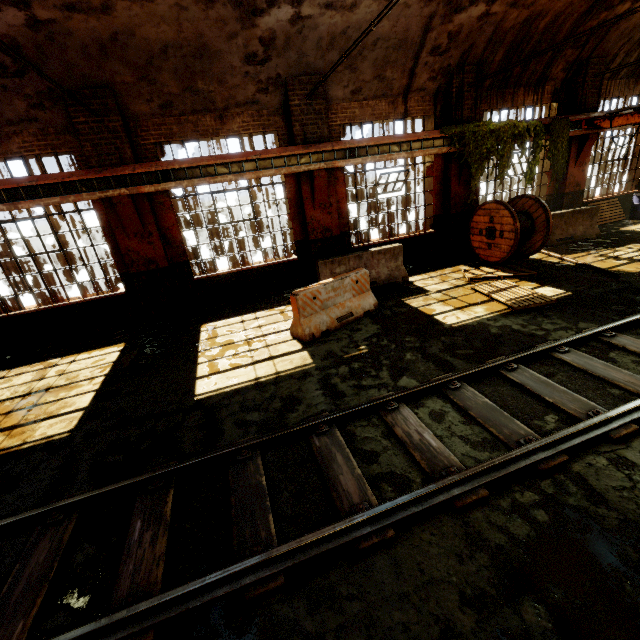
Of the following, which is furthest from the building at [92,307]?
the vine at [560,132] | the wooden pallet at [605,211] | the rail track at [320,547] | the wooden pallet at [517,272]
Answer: the rail track at [320,547]

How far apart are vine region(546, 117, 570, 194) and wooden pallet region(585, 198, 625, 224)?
2.8m

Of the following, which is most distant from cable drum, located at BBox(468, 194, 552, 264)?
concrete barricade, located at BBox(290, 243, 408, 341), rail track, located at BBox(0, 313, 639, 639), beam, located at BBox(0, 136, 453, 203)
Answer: concrete barricade, located at BBox(290, 243, 408, 341)

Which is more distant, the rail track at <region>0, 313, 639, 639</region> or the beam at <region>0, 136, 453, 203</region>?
the beam at <region>0, 136, 453, 203</region>

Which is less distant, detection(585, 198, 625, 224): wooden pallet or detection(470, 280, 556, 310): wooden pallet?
detection(470, 280, 556, 310): wooden pallet

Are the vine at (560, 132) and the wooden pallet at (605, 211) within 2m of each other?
no

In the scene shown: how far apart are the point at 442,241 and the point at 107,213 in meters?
10.3

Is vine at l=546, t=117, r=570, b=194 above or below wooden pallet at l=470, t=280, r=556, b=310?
above
